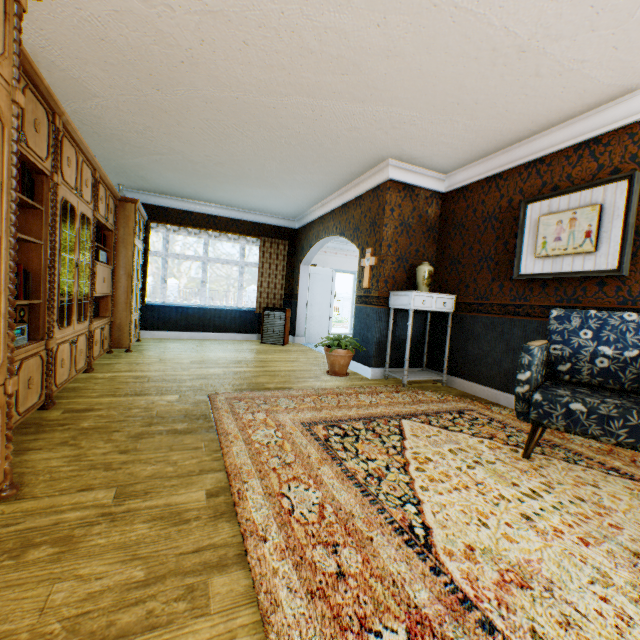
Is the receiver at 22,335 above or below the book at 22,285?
below

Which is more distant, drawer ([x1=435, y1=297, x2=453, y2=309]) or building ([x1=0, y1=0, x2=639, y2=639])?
drawer ([x1=435, y1=297, x2=453, y2=309])

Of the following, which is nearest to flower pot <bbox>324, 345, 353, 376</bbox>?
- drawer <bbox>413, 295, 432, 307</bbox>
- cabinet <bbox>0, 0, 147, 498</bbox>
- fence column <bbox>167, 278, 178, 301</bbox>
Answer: drawer <bbox>413, 295, 432, 307</bbox>

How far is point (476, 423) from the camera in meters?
3.2

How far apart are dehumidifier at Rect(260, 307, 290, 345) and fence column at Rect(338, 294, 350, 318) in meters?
19.4

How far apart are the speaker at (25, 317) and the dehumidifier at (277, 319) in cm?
517

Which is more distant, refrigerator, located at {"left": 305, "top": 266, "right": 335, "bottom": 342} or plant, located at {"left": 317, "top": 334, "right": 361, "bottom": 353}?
refrigerator, located at {"left": 305, "top": 266, "right": 335, "bottom": 342}

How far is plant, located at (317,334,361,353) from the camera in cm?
472
